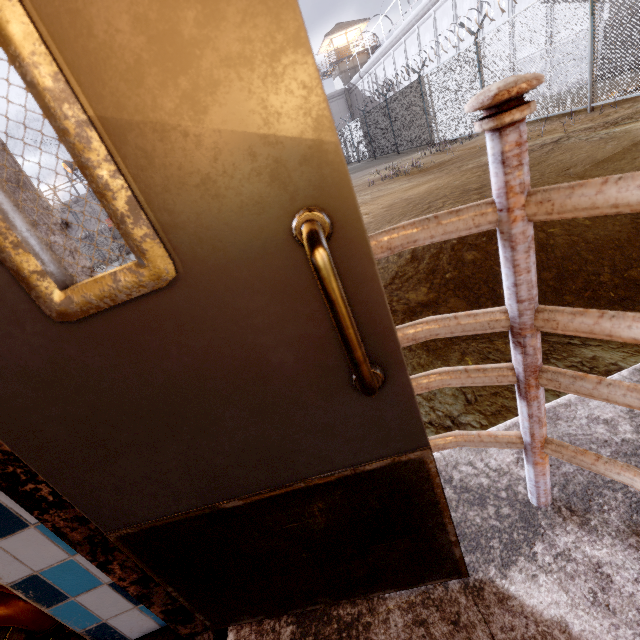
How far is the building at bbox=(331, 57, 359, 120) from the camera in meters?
42.0

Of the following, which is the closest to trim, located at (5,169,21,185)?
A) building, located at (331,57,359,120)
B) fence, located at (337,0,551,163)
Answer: fence, located at (337,0,551,163)

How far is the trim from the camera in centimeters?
105cm

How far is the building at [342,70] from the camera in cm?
4203

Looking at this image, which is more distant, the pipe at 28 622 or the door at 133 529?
the pipe at 28 622

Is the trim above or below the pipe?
above

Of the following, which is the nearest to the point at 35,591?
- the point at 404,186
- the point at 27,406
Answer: the point at 27,406

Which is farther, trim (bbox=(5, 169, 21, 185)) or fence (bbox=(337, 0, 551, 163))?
fence (bbox=(337, 0, 551, 163))
